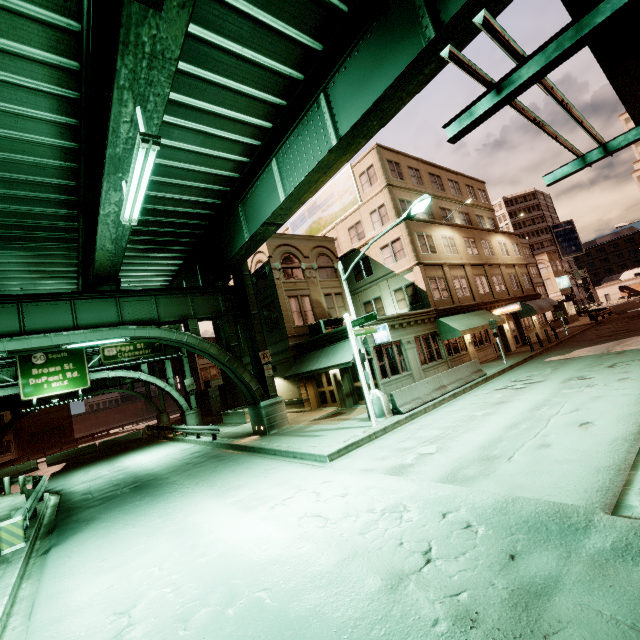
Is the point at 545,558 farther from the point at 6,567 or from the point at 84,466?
the point at 84,466

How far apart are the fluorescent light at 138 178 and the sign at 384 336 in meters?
8.1

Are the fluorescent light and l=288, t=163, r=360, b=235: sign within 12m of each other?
no

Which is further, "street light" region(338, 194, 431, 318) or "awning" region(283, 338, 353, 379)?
"awning" region(283, 338, 353, 379)

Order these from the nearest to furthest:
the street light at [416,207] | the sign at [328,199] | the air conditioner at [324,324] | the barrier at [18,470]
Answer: the street light at [416,207]
the air conditioner at [324,324]
the sign at [328,199]
the barrier at [18,470]

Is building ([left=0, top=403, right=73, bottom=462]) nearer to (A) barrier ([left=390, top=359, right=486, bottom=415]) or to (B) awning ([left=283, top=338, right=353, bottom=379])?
(B) awning ([left=283, top=338, right=353, bottom=379])

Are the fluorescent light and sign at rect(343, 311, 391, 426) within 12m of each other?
yes

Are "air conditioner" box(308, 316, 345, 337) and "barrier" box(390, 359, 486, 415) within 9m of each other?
yes
